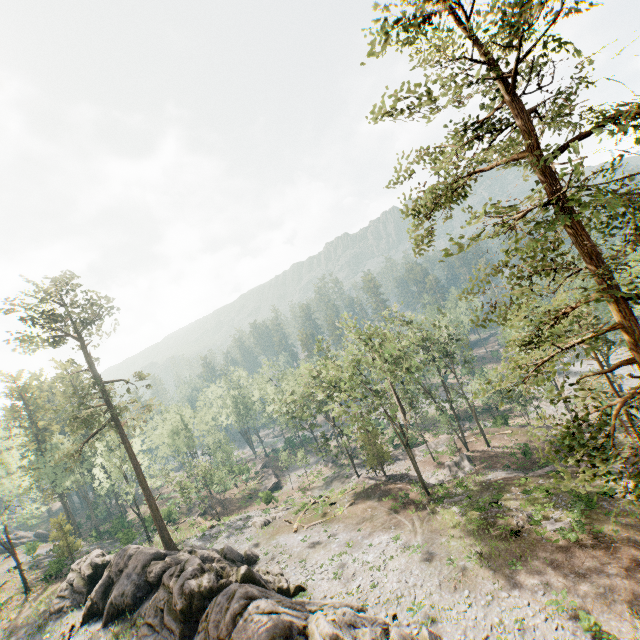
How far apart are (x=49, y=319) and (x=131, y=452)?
17.2m

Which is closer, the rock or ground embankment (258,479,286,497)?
the rock

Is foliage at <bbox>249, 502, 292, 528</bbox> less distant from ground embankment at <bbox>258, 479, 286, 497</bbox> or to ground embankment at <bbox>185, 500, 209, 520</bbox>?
ground embankment at <bbox>258, 479, 286, 497</bbox>

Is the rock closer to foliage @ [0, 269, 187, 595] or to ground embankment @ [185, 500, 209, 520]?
foliage @ [0, 269, 187, 595]

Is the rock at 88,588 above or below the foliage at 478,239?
below

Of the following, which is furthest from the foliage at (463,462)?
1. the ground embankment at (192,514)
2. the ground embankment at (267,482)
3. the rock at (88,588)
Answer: the ground embankment at (192,514)

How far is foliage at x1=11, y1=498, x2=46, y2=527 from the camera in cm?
3525

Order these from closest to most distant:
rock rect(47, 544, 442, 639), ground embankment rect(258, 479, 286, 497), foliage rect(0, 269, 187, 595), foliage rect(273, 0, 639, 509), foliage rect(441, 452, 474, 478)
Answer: foliage rect(273, 0, 639, 509) < rock rect(47, 544, 442, 639) < foliage rect(0, 269, 187, 595) < foliage rect(441, 452, 474, 478) < ground embankment rect(258, 479, 286, 497)
